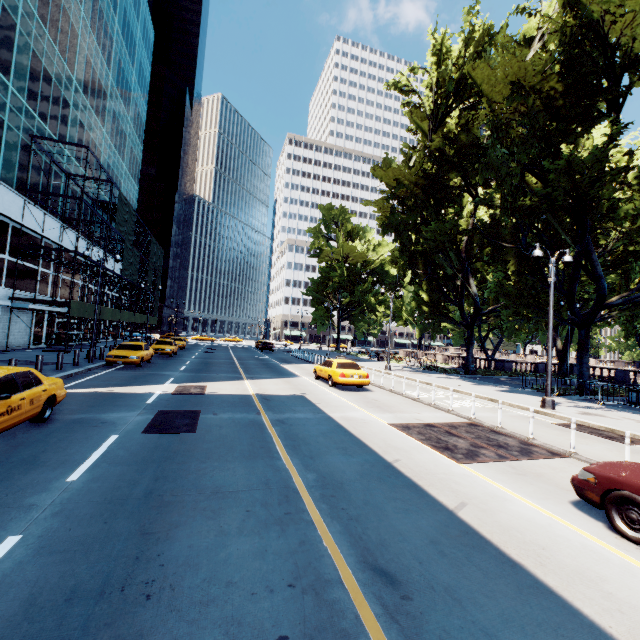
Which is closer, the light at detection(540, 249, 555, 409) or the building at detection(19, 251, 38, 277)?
the light at detection(540, 249, 555, 409)

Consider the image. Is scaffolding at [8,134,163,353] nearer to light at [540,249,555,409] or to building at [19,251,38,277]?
building at [19,251,38,277]

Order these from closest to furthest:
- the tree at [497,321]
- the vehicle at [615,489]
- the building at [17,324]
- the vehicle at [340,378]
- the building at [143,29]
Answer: the vehicle at [615,489]
the tree at [497,321]
the vehicle at [340,378]
the building at [143,29]
the building at [17,324]

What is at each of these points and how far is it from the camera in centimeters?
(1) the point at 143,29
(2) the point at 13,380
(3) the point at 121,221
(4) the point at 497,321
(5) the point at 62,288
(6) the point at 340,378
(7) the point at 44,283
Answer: (1) building, 4759cm
(2) vehicle, 709cm
(3) scaffolding, 3288cm
(4) tree, 3161cm
(5) building, 3033cm
(6) vehicle, 1638cm
(7) building, 2722cm

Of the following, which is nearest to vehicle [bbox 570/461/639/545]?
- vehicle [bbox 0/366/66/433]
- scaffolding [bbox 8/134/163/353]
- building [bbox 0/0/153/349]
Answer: vehicle [bbox 0/366/66/433]

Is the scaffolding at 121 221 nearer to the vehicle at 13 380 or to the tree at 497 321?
the vehicle at 13 380

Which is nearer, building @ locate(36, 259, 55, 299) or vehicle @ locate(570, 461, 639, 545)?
vehicle @ locate(570, 461, 639, 545)

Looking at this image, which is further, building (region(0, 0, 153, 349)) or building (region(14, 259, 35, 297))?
building (region(14, 259, 35, 297))
